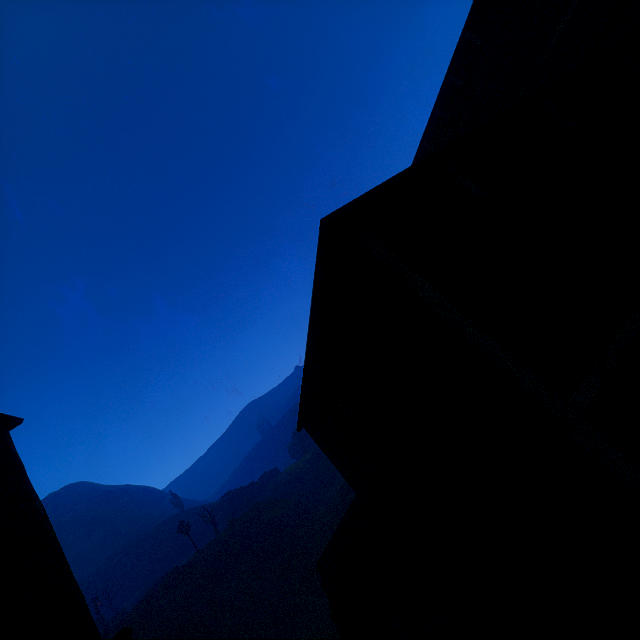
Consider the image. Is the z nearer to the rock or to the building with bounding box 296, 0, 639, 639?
the building with bounding box 296, 0, 639, 639

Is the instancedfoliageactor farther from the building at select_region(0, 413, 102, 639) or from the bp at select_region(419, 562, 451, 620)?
the bp at select_region(419, 562, 451, 620)

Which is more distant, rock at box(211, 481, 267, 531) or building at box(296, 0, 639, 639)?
rock at box(211, 481, 267, 531)

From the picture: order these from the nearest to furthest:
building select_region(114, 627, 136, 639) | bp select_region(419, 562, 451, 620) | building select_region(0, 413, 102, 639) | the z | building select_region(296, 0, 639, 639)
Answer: building select_region(296, 0, 639, 639), building select_region(114, 627, 136, 639), building select_region(0, 413, 102, 639), bp select_region(419, 562, 451, 620), the z

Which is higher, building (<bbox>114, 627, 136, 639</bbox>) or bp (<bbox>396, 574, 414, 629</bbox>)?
building (<bbox>114, 627, 136, 639</bbox>)

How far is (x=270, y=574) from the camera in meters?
23.1 m

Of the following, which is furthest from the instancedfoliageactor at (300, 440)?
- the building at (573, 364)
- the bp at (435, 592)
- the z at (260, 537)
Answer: the bp at (435, 592)

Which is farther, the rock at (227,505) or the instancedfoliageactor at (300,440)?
the instancedfoliageactor at (300,440)
